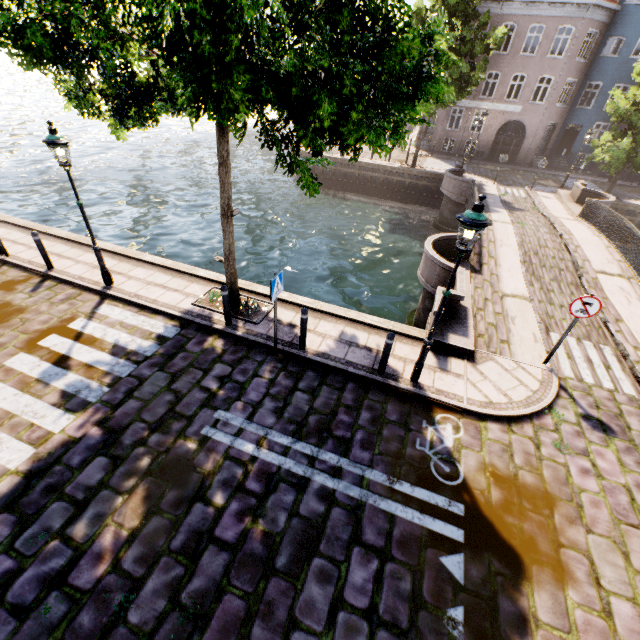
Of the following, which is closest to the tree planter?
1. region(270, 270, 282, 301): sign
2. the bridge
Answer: region(270, 270, 282, 301): sign

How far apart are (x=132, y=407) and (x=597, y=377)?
10.3 meters

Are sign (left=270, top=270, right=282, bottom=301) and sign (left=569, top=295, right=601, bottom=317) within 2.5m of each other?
no

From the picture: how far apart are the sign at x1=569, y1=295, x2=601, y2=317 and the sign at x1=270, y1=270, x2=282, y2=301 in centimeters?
610cm

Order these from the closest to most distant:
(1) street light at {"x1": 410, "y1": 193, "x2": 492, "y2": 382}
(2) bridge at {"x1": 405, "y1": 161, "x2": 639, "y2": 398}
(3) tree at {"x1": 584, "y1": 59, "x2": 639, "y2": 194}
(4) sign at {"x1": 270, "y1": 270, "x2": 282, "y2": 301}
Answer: (1) street light at {"x1": 410, "y1": 193, "x2": 492, "y2": 382}
(4) sign at {"x1": 270, "y1": 270, "x2": 282, "y2": 301}
(2) bridge at {"x1": 405, "y1": 161, "x2": 639, "y2": 398}
(3) tree at {"x1": 584, "y1": 59, "x2": 639, "y2": 194}

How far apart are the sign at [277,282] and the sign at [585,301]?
6.1m

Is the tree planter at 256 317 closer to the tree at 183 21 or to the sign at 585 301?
the tree at 183 21

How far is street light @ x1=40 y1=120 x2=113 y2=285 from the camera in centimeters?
667cm
